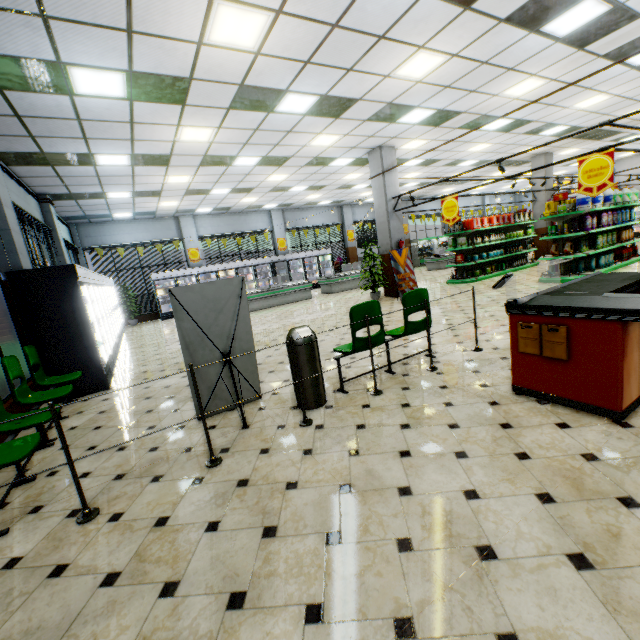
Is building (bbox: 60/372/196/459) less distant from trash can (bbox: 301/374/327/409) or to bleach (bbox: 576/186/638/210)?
trash can (bbox: 301/374/327/409)

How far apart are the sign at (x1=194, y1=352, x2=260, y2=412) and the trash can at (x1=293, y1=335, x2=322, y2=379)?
0.5 meters

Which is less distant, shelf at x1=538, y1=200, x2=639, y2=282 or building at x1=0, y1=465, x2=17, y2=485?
building at x1=0, y1=465, x2=17, y2=485

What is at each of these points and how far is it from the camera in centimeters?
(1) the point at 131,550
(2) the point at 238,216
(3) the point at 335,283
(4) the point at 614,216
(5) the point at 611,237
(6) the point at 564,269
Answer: (1) building, 218cm
(2) building, 1814cm
(3) meat refrigerator, 1553cm
(4) fabric softener, 971cm
(5) fabric softener, 988cm
(6) shelf, 955cm

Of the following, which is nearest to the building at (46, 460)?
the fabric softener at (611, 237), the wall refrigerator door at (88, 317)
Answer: the wall refrigerator door at (88, 317)

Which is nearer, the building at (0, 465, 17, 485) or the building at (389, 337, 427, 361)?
the building at (0, 465, 17, 485)

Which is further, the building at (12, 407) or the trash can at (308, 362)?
Answer: the building at (12, 407)

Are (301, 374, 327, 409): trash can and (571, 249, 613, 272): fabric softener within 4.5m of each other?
no
